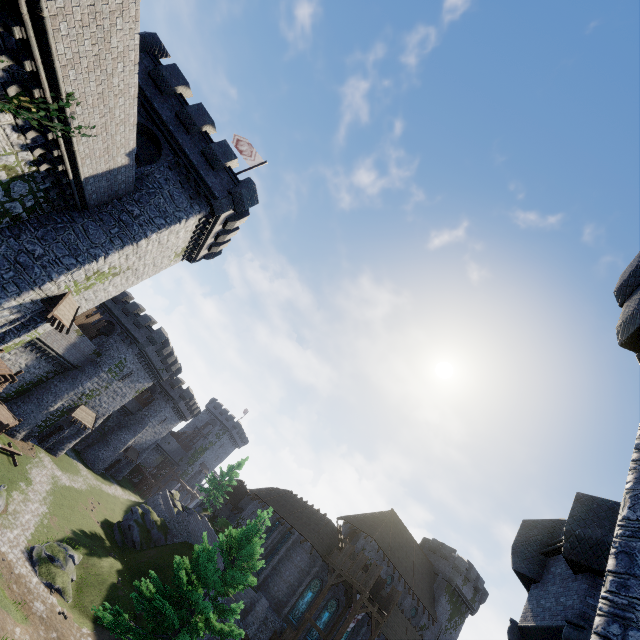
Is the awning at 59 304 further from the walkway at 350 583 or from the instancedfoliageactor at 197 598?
the walkway at 350 583

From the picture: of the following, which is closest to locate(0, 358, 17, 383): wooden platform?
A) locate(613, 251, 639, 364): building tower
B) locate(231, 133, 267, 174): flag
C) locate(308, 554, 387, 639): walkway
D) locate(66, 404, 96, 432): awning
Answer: locate(231, 133, 267, 174): flag

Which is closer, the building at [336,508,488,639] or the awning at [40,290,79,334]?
the awning at [40,290,79,334]

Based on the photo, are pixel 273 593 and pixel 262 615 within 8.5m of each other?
yes

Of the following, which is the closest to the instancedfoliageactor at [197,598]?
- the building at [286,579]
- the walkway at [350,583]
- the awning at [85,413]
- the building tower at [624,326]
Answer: the building tower at [624,326]

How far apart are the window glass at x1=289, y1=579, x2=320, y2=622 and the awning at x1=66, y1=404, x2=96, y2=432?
30.33m

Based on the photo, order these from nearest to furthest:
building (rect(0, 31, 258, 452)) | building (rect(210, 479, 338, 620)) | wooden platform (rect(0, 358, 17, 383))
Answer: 1. building (rect(0, 31, 258, 452))
2. wooden platform (rect(0, 358, 17, 383))
3. building (rect(210, 479, 338, 620))

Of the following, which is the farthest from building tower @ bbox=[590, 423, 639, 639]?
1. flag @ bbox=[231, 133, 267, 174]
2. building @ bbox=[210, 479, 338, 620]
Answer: building @ bbox=[210, 479, 338, 620]
